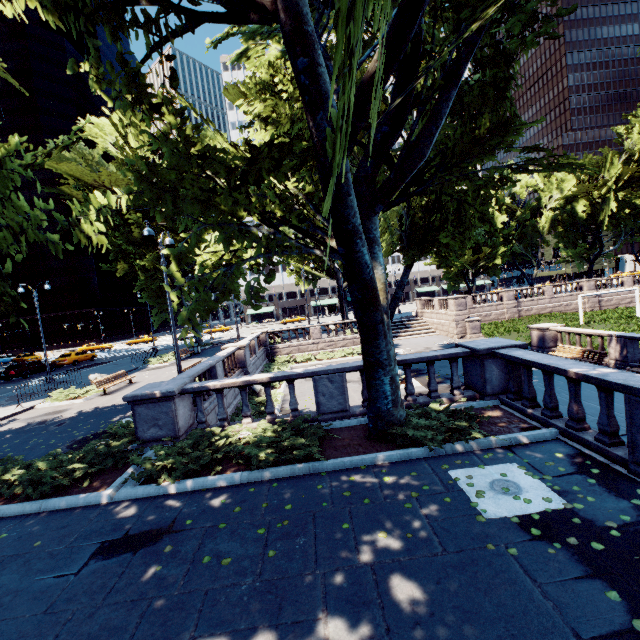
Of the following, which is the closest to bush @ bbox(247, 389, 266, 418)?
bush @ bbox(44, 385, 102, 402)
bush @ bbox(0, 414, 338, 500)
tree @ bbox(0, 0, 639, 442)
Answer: bush @ bbox(0, 414, 338, 500)

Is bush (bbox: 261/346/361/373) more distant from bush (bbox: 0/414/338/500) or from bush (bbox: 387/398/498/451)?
bush (bbox: 387/398/498/451)

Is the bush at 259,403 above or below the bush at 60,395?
below

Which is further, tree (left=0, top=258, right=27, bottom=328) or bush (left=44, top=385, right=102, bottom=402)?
bush (left=44, top=385, right=102, bottom=402)

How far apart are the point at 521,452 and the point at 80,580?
7.9m

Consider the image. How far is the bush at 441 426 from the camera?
7.0m

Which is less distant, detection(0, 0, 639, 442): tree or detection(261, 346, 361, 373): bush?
detection(0, 0, 639, 442): tree

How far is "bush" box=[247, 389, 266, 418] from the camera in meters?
14.1 m
